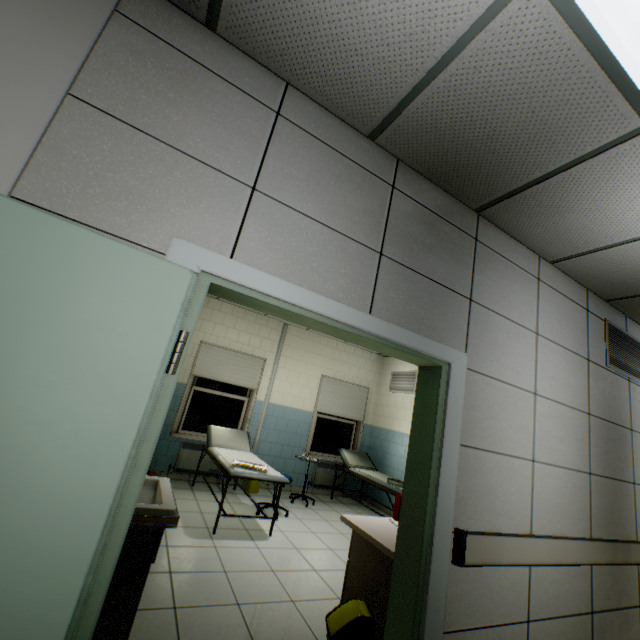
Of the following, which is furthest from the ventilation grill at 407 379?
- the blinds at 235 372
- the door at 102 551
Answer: the door at 102 551

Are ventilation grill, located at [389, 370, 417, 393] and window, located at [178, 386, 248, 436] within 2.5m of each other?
no

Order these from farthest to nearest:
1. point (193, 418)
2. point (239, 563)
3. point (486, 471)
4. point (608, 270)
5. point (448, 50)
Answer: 1. point (193, 418)
2. point (239, 563)
3. point (608, 270)
4. point (486, 471)
5. point (448, 50)

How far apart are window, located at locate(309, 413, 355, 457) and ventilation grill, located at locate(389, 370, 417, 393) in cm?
112

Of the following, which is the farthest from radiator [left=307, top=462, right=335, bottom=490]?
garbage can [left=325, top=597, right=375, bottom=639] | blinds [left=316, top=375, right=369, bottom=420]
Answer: garbage can [left=325, top=597, right=375, bottom=639]

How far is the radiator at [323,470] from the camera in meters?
6.7

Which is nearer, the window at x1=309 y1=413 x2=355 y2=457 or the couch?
the couch

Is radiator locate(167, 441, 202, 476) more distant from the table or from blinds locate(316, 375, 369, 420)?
the table
